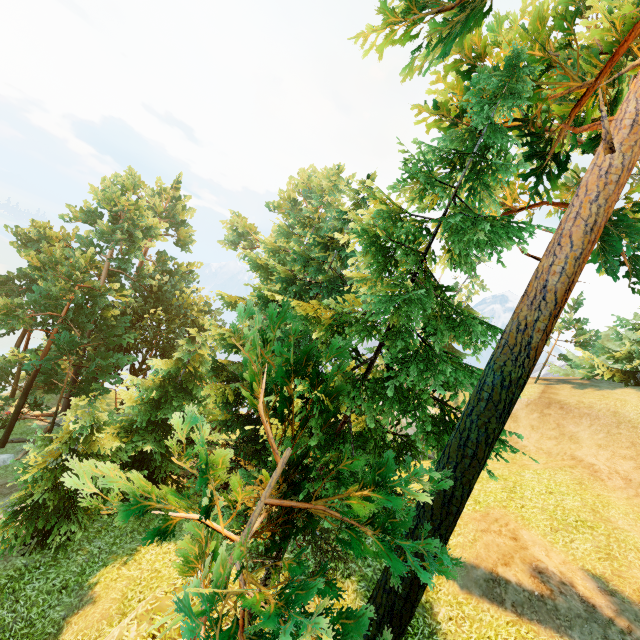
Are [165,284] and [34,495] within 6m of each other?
no
